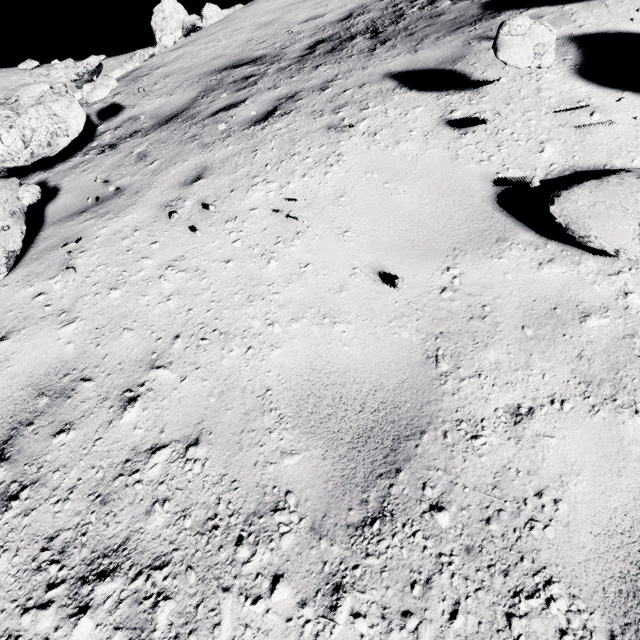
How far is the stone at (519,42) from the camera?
2.5m

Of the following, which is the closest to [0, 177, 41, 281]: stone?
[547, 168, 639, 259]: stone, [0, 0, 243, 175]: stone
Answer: [547, 168, 639, 259]: stone

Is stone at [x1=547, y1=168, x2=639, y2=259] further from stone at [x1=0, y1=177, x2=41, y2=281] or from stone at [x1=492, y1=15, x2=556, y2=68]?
stone at [x1=0, y1=177, x2=41, y2=281]

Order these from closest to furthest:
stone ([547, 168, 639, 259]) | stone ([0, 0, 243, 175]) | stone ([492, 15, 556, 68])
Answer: stone ([547, 168, 639, 259])
stone ([492, 15, 556, 68])
stone ([0, 0, 243, 175])

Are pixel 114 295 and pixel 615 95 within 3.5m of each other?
no

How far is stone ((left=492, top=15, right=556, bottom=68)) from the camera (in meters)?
2.51

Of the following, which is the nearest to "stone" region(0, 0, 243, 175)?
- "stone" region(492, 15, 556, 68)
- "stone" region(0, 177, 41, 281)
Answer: "stone" region(0, 177, 41, 281)

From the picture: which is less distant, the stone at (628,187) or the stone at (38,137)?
the stone at (628,187)
